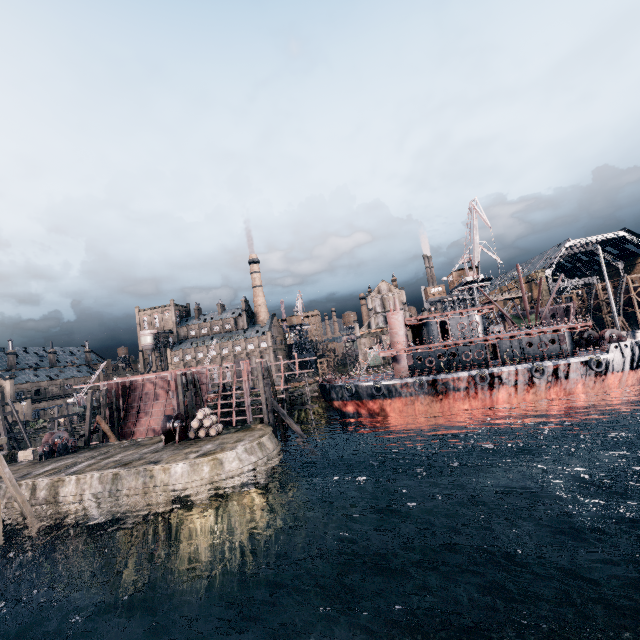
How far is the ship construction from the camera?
40.93m

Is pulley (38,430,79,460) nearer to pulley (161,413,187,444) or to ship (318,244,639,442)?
pulley (161,413,187,444)

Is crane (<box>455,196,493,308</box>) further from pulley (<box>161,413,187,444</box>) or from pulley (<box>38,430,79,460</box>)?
pulley (<box>38,430,79,460</box>)

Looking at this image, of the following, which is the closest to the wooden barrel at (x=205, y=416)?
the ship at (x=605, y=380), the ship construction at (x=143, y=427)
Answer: the ship construction at (x=143, y=427)

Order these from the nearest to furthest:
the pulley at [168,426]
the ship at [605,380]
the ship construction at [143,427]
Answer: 1. the pulley at [168,426]
2. the ship at [605,380]
3. the ship construction at [143,427]

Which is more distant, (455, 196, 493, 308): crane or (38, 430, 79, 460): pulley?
(455, 196, 493, 308): crane

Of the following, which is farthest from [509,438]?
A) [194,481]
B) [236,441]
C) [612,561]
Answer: [194,481]
